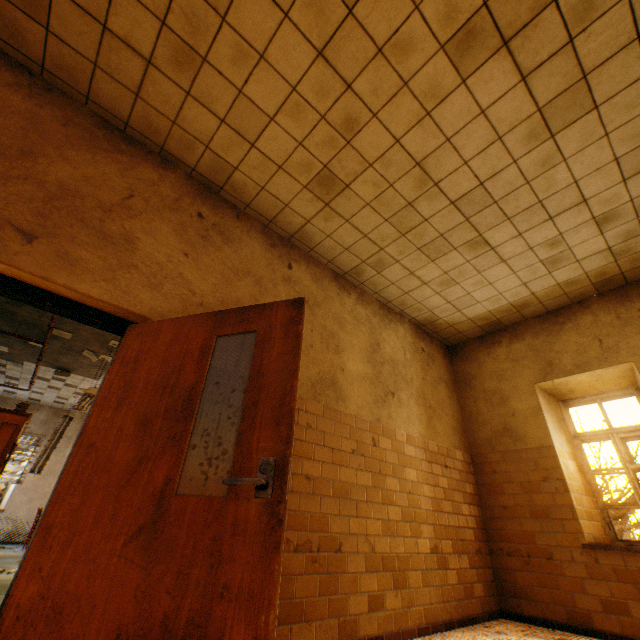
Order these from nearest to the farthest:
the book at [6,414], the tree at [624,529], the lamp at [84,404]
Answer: the book at [6,414]
the lamp at [84,404]
the tree at [624,529]

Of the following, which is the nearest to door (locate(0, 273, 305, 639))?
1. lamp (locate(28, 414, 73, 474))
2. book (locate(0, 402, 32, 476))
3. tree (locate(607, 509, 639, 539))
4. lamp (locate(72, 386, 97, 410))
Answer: book (locate(0, 402, 32, 476))

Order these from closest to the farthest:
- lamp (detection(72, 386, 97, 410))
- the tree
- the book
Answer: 1. the book
2. lamp (detection(72, 386, 97, 410))
3. the tree

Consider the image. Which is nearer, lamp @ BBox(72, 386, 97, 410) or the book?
the book

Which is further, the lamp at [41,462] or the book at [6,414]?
the lamp at [41,462]

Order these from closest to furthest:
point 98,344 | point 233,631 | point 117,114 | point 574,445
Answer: point 233,631
point 117,114
point 574,445
point 98,344

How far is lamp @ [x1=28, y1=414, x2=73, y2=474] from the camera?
8.4m

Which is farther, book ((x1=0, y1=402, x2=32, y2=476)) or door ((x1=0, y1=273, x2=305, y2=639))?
book ((x1=0, y1=402, x2=32, y2=476))
